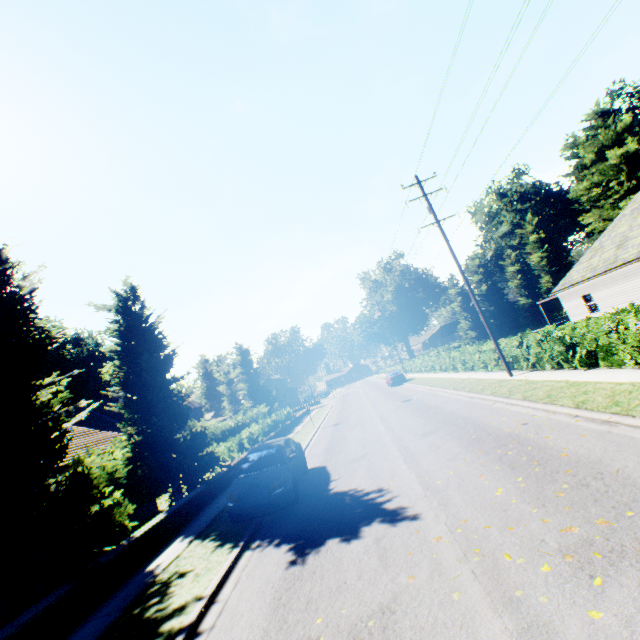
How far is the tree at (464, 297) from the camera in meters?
48.1

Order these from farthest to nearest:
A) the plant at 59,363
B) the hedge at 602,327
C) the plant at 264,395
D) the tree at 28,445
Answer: the plant at 264,395
the plant at 59,363
the hedge at 602,327
the tree at 28,445

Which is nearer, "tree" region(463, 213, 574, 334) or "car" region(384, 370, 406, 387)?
"car" region(384, 370, 406, 387)

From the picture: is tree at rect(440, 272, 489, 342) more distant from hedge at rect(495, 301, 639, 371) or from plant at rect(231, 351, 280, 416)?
hedge at rect(495, 301, 639, 371)

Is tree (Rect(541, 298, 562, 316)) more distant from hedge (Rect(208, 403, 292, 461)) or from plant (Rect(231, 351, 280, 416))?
plant (Rect(231, 351, 280, 416))

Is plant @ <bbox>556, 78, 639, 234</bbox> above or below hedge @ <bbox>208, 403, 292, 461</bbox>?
above

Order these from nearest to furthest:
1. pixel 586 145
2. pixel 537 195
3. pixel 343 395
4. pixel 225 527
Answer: pixel 225 527 < pixel 586 145 < pixel 343 395 < pixel 537 195
